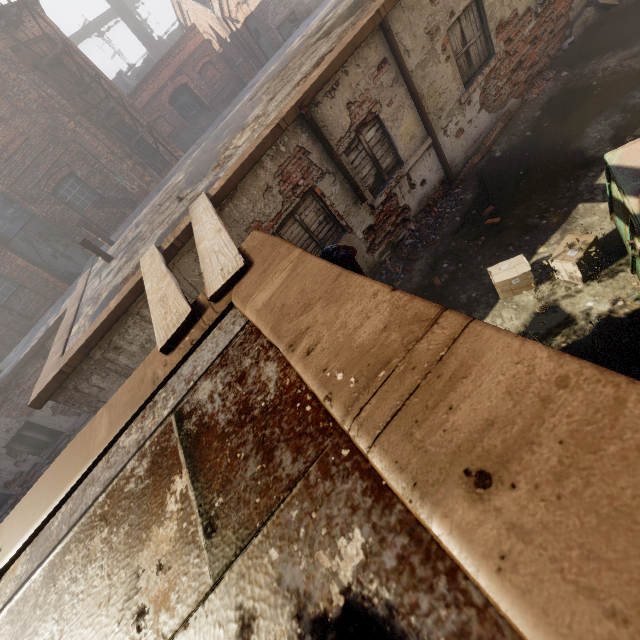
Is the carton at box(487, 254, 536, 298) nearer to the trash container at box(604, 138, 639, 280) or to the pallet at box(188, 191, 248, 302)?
the trash container at box(604, 138, 639, 280)

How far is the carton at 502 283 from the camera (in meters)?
4.76

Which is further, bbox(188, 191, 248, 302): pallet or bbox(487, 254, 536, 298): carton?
bbox(487, 254, 536, 298): carton

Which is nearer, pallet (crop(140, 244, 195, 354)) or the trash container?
pallet (crop(140, 244, 195, 354))

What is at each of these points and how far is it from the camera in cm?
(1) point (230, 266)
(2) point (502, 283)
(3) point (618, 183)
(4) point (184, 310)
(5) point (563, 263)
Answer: (1) pallet, 236
(2) carton, 490
(3) trash container, 350
(4) pallet, 239
(5) carton, 445

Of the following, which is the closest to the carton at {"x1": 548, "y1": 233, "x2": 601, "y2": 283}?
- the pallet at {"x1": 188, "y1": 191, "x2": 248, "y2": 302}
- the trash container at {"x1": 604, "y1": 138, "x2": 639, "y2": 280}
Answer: the trash container at {"x1": 604, "y1": 138, "x2": 639, "y2": 280}

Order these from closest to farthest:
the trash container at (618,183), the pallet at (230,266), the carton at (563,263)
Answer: the pallet at (230,266) → the trash container at (618,183) → the carton at (563,263)

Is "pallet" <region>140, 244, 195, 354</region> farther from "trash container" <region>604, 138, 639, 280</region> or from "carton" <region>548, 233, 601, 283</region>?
"carton" <region>548, 233, 601, 283</region>
